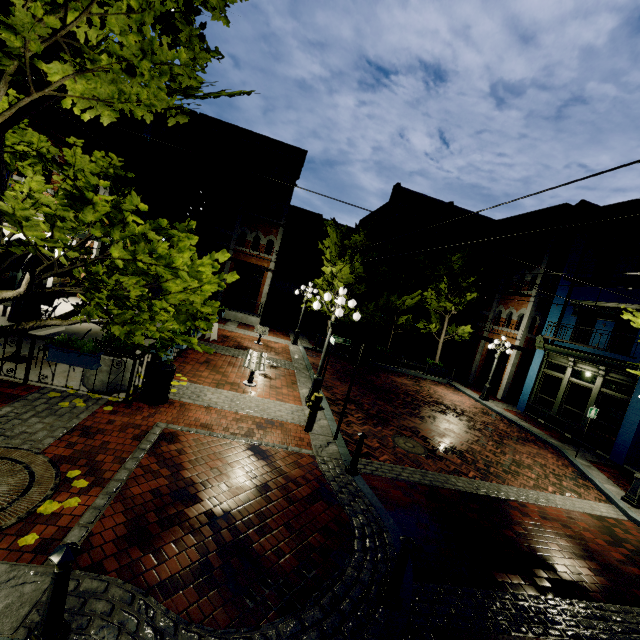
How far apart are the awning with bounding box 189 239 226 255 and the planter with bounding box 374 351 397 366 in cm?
1178

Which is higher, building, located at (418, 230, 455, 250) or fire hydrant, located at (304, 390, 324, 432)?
building, located at (418, 230, 455, 250)

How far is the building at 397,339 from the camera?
29.23m

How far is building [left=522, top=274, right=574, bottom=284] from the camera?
16.6m

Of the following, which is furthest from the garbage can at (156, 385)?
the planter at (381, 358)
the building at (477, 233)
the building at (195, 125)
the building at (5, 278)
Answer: the building at (477, 233)

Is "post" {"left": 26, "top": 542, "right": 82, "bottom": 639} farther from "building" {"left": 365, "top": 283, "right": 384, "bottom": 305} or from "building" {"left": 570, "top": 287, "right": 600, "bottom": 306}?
"building" {"left": 365, "top": 283, "right": 384, "bottom": 305}

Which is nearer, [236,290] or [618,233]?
[618,233]

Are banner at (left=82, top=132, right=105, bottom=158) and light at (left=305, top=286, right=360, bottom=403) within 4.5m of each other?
no
